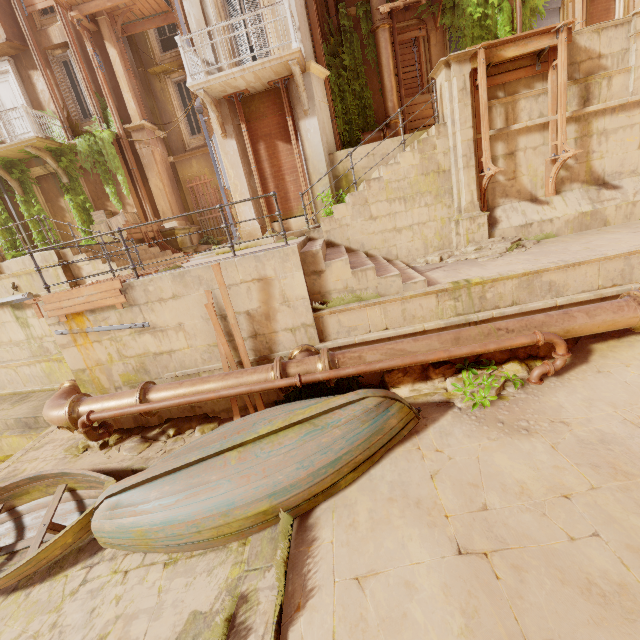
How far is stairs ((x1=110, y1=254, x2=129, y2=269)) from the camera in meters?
9.8

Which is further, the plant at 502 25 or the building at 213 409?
the plant at 502 25

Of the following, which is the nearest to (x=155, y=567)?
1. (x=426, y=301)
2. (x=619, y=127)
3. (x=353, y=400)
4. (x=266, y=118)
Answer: (x=353, y=400)

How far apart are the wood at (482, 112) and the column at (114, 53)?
13.3 meters

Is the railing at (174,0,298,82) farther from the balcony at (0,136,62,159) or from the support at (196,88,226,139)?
the balcony at (0,136,62,159)

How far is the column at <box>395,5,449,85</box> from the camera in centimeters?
1133cm

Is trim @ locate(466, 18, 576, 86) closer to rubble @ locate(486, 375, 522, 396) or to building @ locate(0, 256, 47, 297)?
building @ locate(0, 256, 47, 297)

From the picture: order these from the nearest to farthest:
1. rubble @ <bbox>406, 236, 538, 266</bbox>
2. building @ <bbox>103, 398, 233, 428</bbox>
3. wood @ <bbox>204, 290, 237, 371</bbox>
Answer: wood @ <bbox>204, 290, 237, 371</bbox>
building @ <bbox>103, 398, 233, 428</bbox>
rubble @ <bbox>406, 236, 538, 266</bbox>
